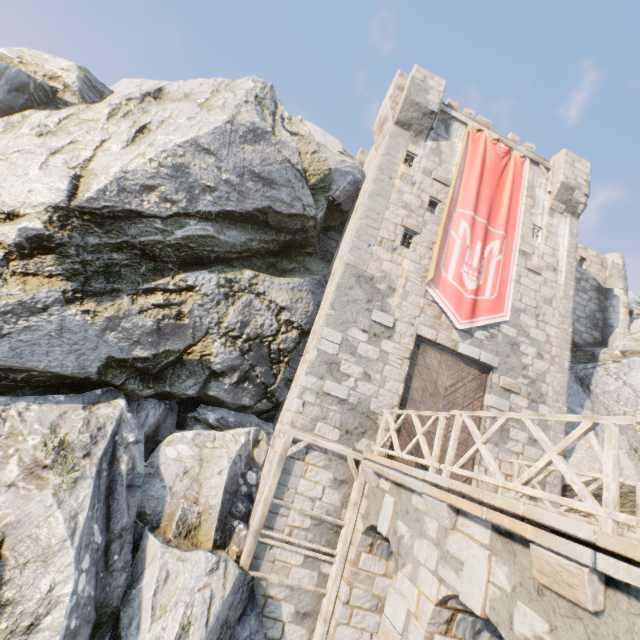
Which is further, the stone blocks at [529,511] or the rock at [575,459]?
the rock at [575,459]

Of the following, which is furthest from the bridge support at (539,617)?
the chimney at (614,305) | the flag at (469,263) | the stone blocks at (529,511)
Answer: the chimney at (614,305)

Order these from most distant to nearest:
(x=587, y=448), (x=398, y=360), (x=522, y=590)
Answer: (x=587, y=448)
(x=398, y=360)
(x=522, y=590)

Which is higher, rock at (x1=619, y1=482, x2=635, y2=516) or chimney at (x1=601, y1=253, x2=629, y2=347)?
chimney at (x1=601, y1=253, x2=629, y2=347)

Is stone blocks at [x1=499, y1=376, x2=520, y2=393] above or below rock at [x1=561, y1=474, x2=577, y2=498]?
above

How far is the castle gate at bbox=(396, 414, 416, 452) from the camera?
9.50m

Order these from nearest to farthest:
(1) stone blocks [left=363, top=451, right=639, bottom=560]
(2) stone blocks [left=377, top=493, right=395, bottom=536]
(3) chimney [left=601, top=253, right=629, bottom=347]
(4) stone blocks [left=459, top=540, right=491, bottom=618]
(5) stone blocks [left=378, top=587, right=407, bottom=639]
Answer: (1) stone blocks [left=363, top=451, right=639, bottom=560], (4) stone blocks [left=459, top=540, right=491, bottom=618], (5) stone blocks [left=378, top=587, right=407, bottom=639], (2) stone blocks [left=377, top=493, right=395, bottom=536], (3) chimney [left=601, top=253, right=629, bottom=347]
